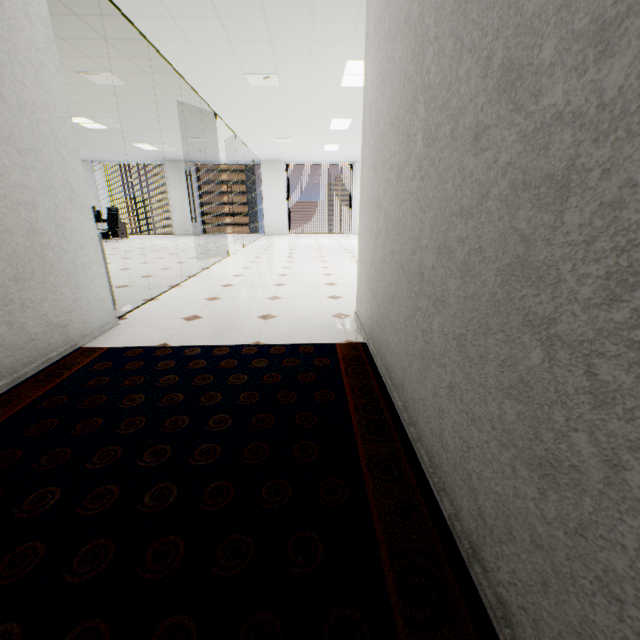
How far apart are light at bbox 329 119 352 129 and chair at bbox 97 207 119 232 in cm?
793

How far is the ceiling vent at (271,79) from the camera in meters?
4.9 m

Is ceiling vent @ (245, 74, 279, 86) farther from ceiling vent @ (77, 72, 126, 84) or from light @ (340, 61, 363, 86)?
ceiling vent @ (77, 72, 126, 84)

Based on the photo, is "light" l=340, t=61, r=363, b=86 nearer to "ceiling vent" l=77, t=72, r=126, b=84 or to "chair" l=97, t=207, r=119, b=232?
"ceiling vent" l=77, t=72, r=126, b=84

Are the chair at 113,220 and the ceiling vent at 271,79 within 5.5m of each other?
no

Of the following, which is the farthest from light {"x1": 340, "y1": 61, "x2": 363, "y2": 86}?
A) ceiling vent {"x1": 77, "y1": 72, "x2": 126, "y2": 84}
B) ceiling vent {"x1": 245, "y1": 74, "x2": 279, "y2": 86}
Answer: ceiling vent {"x1": 77, "y1": 72, "x2": 126, "y2": 84}

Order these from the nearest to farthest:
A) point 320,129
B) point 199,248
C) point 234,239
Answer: point 320,129 < point 199,248 < point 234,239

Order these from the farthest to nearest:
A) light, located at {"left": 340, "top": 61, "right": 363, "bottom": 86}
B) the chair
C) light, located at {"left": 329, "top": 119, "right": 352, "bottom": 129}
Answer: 1. the chair
2. light, located at {"left": 329, "top": 119, "right": 352, "bottom": 129}
3. light, located at {"left": 340, "top": 61, "right": 363, "bottom": 86}
